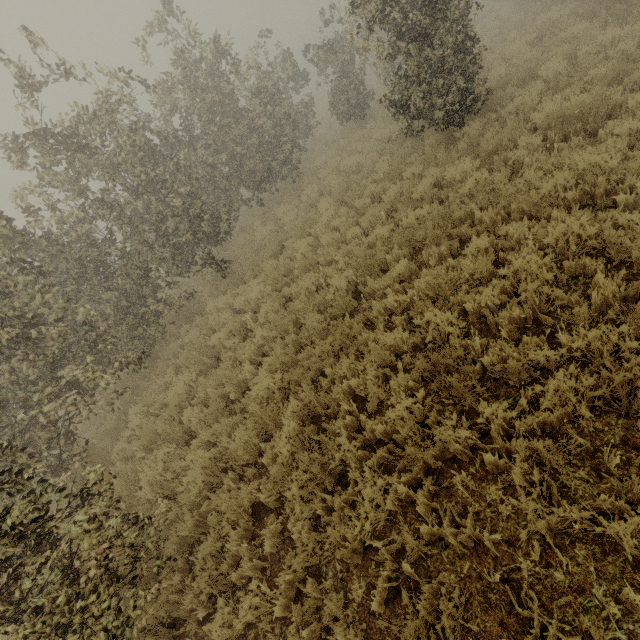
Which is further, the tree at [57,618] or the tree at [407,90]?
the tree at [407,90]

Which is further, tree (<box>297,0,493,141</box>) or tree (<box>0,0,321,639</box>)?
tree (<box>297,0,493,141</box>)

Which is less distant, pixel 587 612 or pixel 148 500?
pixel 587 612
